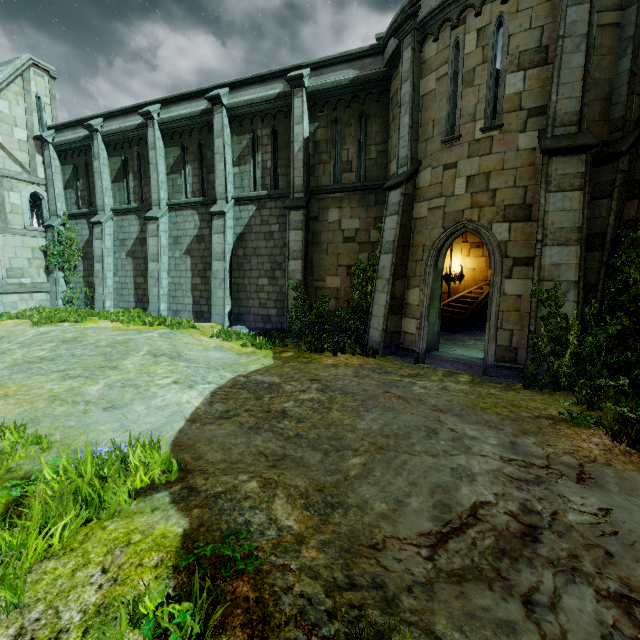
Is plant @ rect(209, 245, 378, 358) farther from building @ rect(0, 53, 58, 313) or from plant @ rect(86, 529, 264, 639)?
building @ rect(0, 53, 58, 313)

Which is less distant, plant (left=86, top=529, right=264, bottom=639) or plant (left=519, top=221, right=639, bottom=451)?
plant (left=86, top=529, right=264, bottom=639)

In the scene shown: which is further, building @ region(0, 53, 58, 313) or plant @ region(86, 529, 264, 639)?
building @ region(0, 53, 58, 313)

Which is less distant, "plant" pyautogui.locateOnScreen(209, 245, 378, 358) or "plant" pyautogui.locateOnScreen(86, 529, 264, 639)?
"plant" pyautogui.locateOnScreen(86, 529, 264, 639)

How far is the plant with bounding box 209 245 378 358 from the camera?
10.3m

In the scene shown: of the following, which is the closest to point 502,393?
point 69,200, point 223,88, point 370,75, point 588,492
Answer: point 588,492

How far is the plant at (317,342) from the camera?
10.3m

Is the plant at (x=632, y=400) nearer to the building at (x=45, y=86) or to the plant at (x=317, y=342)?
the plant at (x=317, y=342)
